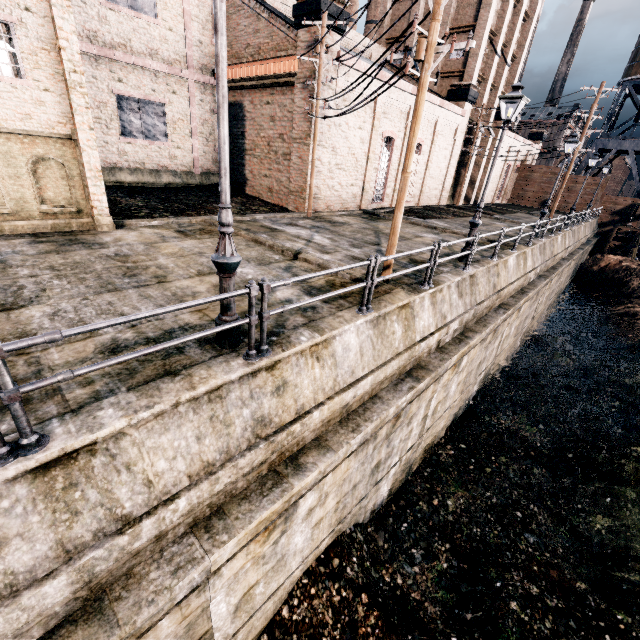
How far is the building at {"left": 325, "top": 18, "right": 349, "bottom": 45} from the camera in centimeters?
1647cm

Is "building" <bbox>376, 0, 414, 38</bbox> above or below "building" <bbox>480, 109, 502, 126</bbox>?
above

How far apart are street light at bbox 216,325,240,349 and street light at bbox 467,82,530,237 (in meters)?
9.95

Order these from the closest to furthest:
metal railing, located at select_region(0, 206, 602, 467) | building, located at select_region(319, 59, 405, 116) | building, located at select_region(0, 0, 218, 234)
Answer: metal railing, located at select_region(0, 206, 602, 467) < building, located at select_region(0, 0, 218, 234) < building, located at select_region(319, 59, 405, 116)

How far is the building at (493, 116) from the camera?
34.0 meters

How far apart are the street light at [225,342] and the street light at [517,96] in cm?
995

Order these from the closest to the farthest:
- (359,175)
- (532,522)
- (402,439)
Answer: (402,439), (532,522), (359,175)

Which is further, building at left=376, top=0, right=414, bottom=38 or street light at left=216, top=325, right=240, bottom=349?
building at left=376, top=0, right=414, bottom=38
